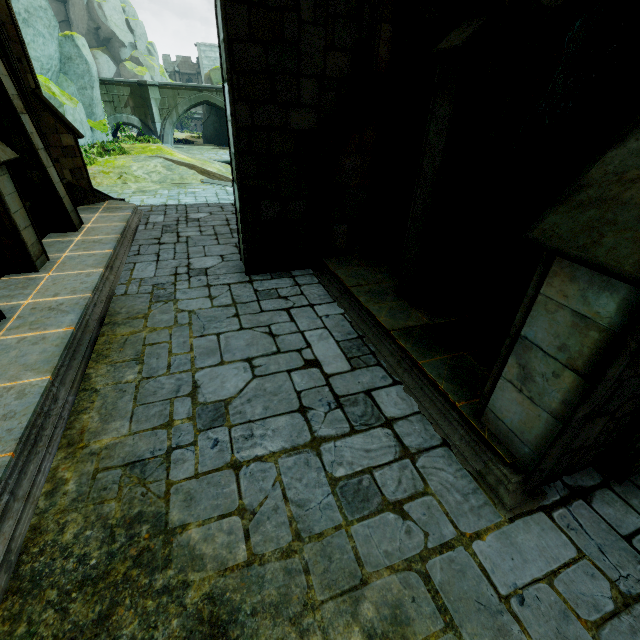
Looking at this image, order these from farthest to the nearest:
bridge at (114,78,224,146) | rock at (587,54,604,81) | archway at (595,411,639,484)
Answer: bridge at (114,78,224,146)
rock at (587,54,604,81)
archway at (595,411,639,484)

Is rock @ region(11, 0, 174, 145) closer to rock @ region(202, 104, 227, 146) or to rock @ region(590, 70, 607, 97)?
rock @ region(202, 104, 227, 146)

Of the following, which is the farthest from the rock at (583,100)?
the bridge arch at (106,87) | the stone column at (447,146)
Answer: the bridge arch at (106,87)

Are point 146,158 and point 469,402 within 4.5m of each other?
no

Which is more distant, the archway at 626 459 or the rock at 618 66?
the rock at 618 66

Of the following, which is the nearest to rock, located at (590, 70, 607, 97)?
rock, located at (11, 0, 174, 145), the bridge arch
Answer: the bridge arch

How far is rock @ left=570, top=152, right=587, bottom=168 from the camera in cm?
562

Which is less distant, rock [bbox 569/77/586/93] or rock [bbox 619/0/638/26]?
rock [bbox 619/0/638/26]
